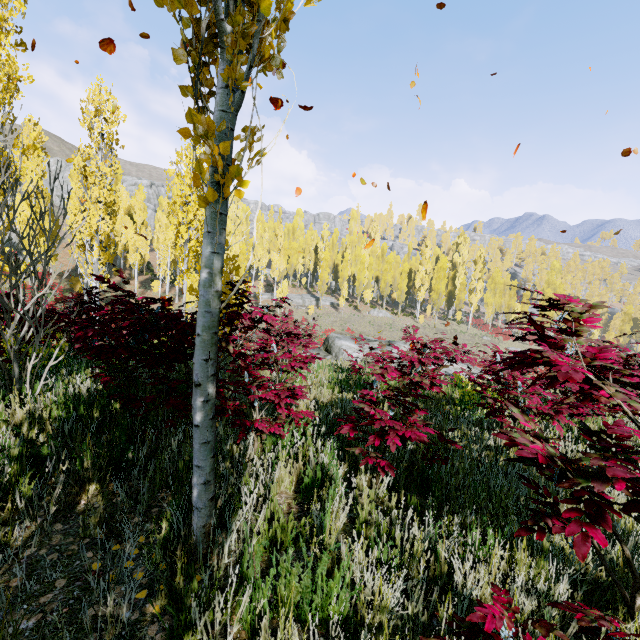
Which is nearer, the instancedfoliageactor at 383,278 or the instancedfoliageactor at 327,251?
the instancedfoliageactor at 327,251

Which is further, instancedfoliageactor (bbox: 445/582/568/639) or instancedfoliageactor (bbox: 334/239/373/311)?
instancedfoliageactor (bbox: 334/239/373/311)

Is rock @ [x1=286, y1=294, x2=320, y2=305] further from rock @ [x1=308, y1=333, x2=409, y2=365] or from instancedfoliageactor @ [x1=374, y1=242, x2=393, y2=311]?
rock @ [x1=308, y1=333, x2=409, y2=365]

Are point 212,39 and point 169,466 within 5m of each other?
yes

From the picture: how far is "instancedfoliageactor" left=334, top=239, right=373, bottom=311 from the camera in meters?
45.8 m

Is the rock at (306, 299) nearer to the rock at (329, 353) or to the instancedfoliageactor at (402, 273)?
the instancedfoliageactor at (402, 273)

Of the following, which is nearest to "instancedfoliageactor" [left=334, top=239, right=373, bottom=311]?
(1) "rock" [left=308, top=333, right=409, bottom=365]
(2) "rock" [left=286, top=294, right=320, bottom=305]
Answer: (2) "rock" [left=286, top=294, right=320, bottom=305]
